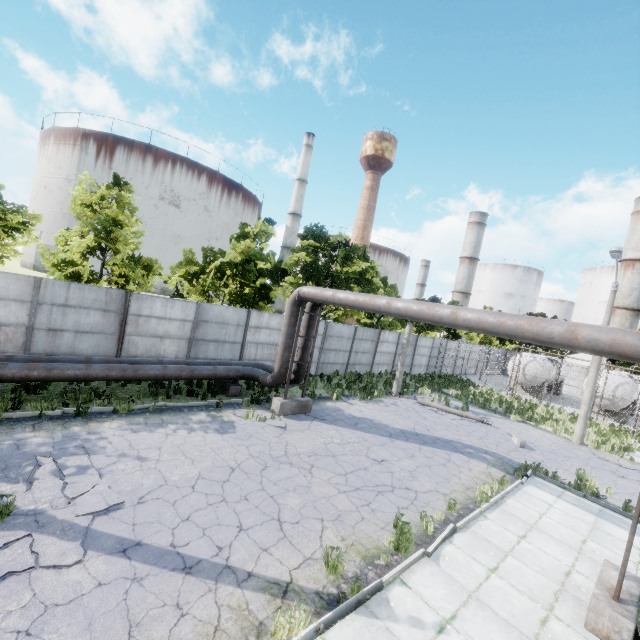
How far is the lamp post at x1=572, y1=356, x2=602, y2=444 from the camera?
17.3 meters

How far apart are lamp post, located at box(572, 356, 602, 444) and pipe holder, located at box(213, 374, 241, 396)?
18.15m

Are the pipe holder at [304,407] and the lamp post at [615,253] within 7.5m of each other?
no

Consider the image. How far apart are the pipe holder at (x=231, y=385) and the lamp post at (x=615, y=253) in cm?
1815

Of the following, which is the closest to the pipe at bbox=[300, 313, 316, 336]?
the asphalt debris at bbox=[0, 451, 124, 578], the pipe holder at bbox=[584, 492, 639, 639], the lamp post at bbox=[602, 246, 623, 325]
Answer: the pipe holder at bbox=[584, 492, 639, 639]

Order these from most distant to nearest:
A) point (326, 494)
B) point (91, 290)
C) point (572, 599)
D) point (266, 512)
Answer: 1. point (91, 290)
2. point (326, 494)
3. point (266, 512)
4. point (572, 599)

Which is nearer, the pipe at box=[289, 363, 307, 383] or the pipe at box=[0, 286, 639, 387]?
the pipe at box=[0, 286, 639, 387]

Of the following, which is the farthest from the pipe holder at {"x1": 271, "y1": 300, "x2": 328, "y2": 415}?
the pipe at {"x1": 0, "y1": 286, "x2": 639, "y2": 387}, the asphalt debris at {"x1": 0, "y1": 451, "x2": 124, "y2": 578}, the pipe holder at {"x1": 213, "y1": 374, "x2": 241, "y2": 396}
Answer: the asphalt debris at {"x1": 0, "y1": 451, "x2": 124, "y2": 578}
